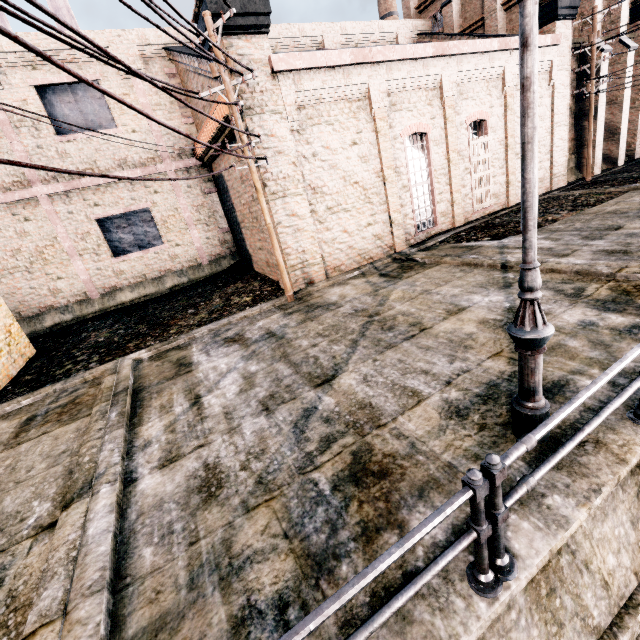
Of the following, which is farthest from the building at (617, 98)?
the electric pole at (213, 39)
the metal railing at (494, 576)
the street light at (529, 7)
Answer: the metal railing at (494, 576)

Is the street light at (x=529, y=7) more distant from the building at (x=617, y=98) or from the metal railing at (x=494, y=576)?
the building at (x=617, y=98)

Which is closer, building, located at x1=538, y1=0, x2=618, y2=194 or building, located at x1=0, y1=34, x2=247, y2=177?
building, located at x1=0, y1=34, x2=247, y2=177

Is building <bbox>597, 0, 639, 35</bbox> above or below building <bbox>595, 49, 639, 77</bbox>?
above

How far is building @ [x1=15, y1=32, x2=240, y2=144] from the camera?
15.0m

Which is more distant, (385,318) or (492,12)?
(492,12)

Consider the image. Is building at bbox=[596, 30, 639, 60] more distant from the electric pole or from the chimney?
the chimney

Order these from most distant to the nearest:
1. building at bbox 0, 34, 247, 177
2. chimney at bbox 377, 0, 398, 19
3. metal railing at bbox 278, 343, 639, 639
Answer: chimney at bbox 377, 0, 398, 19 → building at bbox 0, 34, 247, 177 → metal railing at bbox 278, 343, 639, 639
